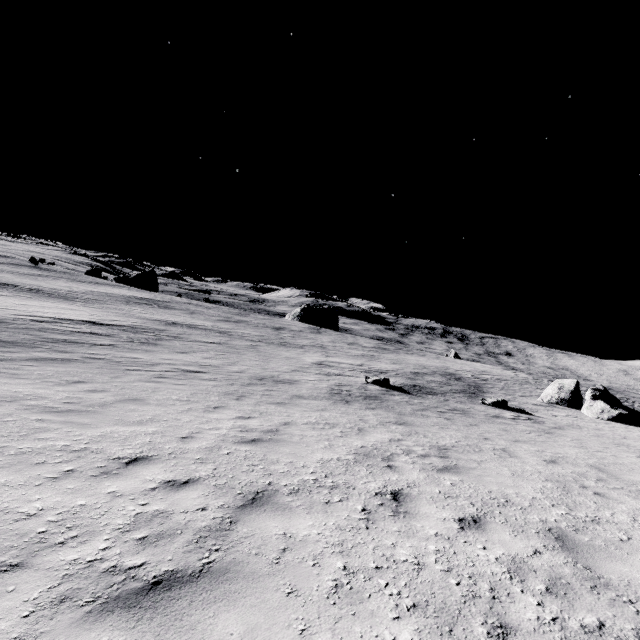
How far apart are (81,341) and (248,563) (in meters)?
16.52
